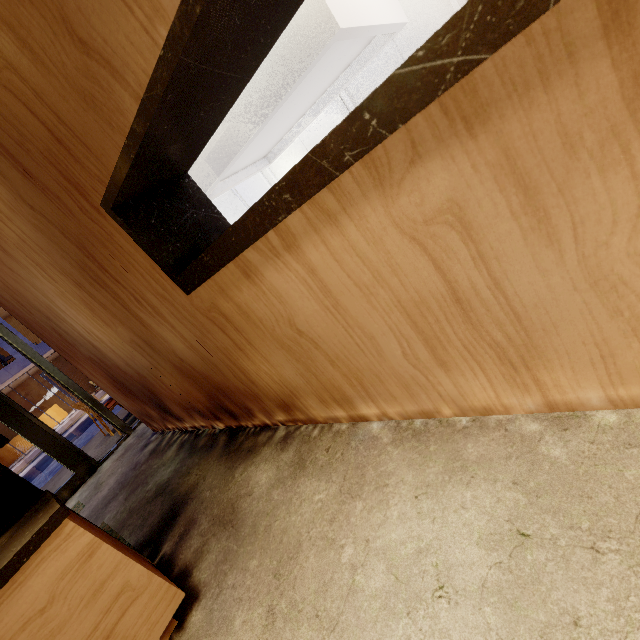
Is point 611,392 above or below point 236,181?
below

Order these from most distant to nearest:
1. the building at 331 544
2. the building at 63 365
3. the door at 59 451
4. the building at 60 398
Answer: the building at 63 365 < the building at 60 398 < the door at 59 451 < the building at 331 544

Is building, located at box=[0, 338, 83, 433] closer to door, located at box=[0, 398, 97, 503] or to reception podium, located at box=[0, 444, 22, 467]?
reception podium, located at box=[0, 444, 22, 467]

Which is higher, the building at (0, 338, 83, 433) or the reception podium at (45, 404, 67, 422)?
the building at (0, 338, 83, 433)

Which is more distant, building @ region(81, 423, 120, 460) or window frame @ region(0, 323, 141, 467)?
building @ region(81, 423, 120, 460)

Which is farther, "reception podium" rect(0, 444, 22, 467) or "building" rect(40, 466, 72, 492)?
"reception podium" rect(0, 444, 22, 467)

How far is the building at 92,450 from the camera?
5.4 meters

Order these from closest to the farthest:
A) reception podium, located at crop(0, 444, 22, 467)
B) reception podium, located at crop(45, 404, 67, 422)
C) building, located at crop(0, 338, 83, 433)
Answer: building, located at crop(0, 338, 83, 433) < reception podium, located at crop(0, 444, 22, 467) < reception podium, located at crop(45, 404, 67, 422)
